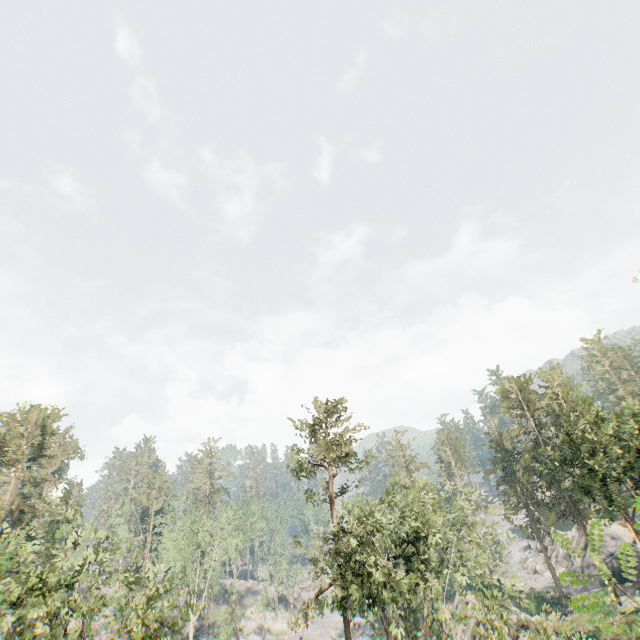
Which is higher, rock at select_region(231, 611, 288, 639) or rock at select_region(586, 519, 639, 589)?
rock at select_region(586, 519, 639, 589)

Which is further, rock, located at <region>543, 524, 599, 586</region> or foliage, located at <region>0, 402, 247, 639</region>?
rock, located at <region>543, 524, 599, 586</region>

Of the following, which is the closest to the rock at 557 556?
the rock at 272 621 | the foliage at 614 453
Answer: the foliage at 614 453

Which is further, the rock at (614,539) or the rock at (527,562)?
the rock at (527,562)

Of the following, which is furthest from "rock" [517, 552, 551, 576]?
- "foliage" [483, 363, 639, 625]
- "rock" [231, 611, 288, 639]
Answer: "rock" [231, 611, 288, 639]

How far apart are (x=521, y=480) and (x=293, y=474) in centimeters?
3303cm

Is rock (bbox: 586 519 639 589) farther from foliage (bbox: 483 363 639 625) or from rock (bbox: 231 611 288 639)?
rock (bbox: 231 611 288 639)

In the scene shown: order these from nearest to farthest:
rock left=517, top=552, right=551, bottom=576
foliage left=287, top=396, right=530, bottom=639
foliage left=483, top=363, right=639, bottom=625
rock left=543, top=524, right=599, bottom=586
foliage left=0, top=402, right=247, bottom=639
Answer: foliage left=0, top=402, right=247, bottom=639, foliage left=287, top=396, right=530, bottom=639, foliage left=483, top=363, right=639, bottom=625, rock left=543, top=524, right=599, bottom=586, rock left=517, top=552, right=551, bottom=576
